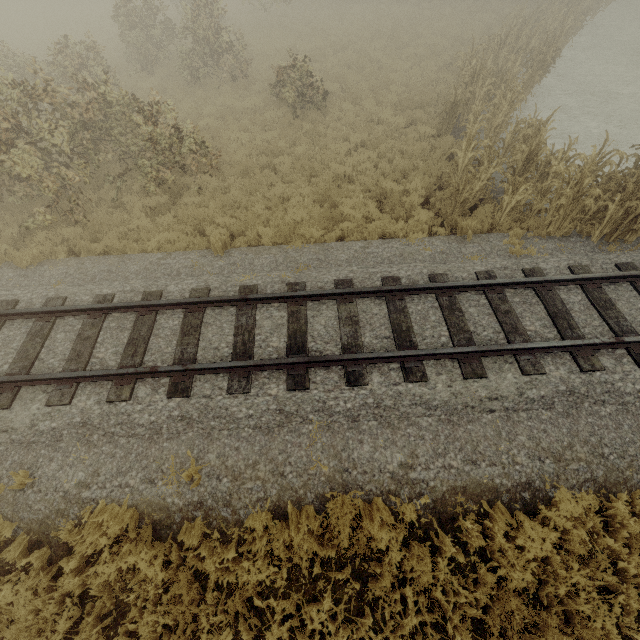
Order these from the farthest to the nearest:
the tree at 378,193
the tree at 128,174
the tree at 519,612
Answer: the tree at 378,193 → the tree at 128,174 → the tree at 519,612

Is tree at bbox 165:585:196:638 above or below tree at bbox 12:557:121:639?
above

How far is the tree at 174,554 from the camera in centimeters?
431cm

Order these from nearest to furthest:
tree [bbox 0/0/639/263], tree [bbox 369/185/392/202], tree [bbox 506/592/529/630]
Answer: tree [bbox 506/592/529/630]
tree [bbox 0/0/639/263]
tree [bbox 369/185/392/202]

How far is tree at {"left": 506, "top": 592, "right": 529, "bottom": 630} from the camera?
3.9m

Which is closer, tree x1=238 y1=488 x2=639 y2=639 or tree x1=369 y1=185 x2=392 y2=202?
tree x1=238 y1=488 x2=639 y2=639

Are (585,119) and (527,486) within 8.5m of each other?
no
